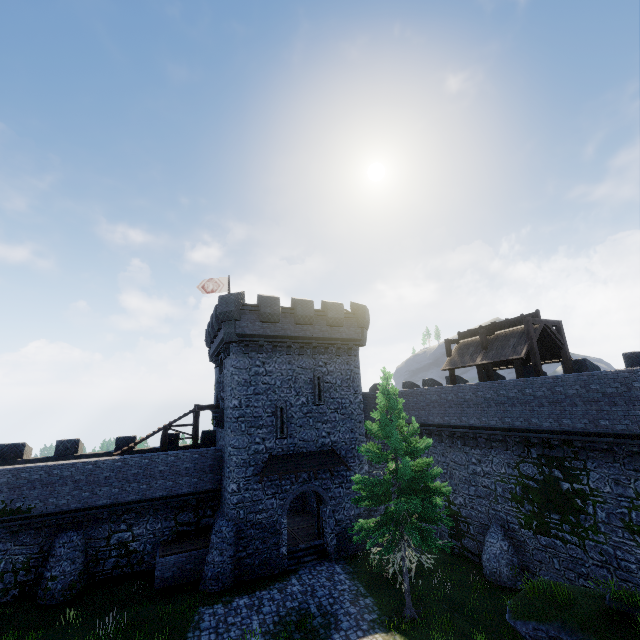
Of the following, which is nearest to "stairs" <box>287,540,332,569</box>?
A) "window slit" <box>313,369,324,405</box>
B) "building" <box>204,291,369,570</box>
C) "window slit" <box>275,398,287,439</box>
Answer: "building" <box>204,291,369,570</box>

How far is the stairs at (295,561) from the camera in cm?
1969

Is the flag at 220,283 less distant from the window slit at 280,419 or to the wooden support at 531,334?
the window slit at 280,419

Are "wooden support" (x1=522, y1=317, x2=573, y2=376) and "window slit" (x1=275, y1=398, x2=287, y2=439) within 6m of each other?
no

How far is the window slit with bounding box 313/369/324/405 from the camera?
22.8 meters

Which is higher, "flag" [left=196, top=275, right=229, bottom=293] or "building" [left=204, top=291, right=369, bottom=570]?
"flag" [left=196, top=275, right=229, bottom=293]

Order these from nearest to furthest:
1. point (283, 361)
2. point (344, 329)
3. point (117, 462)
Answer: point (117, 462), point (283, 361), point (344, 329)

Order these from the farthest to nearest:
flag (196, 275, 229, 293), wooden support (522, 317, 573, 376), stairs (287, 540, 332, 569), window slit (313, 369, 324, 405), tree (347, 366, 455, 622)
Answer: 1. flag (196, 275, 229, 293)
2. window slit (313, 369, 324, 405)
3. stairs (287, 540, 332, 569)
4. wooden support (522, 317, 573, 376)
5. tree (347, 366, 455, 622)
